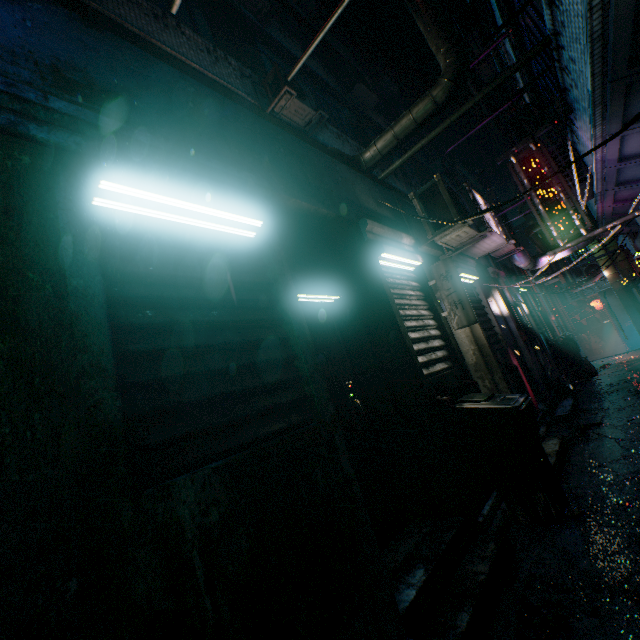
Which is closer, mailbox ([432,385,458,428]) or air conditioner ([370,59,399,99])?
mailbox ([432,385,458,428])

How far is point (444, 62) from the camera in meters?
4.0

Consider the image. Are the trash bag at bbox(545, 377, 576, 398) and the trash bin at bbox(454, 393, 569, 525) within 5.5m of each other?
yes

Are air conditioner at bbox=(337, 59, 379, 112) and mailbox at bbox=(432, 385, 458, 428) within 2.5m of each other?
no

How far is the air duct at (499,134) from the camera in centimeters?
812cm

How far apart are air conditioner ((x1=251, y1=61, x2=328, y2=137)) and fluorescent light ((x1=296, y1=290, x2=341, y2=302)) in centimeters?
440cm

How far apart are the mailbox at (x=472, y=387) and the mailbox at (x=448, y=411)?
0.7m

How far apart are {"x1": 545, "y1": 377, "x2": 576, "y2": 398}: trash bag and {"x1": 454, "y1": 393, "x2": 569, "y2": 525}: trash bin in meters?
4.0 m
